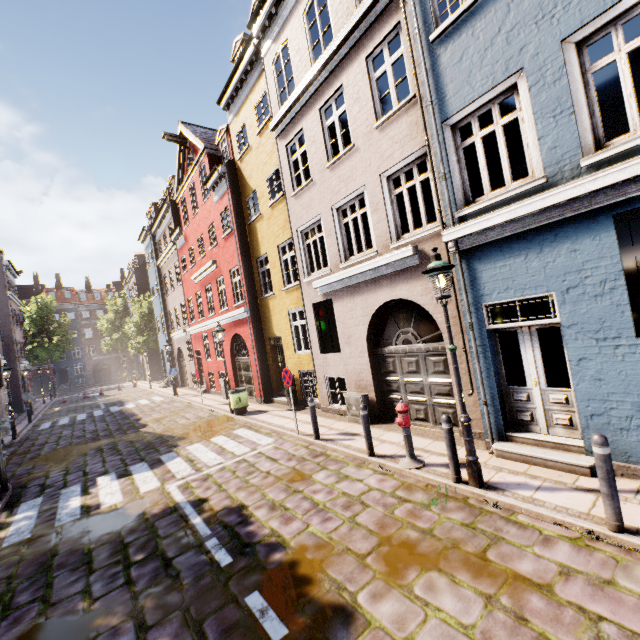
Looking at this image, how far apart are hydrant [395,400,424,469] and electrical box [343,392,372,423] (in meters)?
2.71

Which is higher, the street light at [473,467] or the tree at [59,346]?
the tree at [59,346]

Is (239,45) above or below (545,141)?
above

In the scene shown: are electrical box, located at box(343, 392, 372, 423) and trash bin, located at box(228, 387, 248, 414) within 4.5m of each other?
no

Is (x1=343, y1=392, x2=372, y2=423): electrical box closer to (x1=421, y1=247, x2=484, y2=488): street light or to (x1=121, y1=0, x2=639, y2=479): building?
(x1=121, y1=0, x2=639, y2=479): building

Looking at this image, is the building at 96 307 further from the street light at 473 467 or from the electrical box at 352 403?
the street light at 473 467

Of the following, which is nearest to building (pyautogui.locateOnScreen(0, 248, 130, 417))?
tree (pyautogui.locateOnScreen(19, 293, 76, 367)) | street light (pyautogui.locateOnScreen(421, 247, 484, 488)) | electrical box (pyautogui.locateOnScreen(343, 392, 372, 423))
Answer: electrical box (pyautogui.locateOnScreen(343, 392, 372, 423))

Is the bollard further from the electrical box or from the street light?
the electrical box
